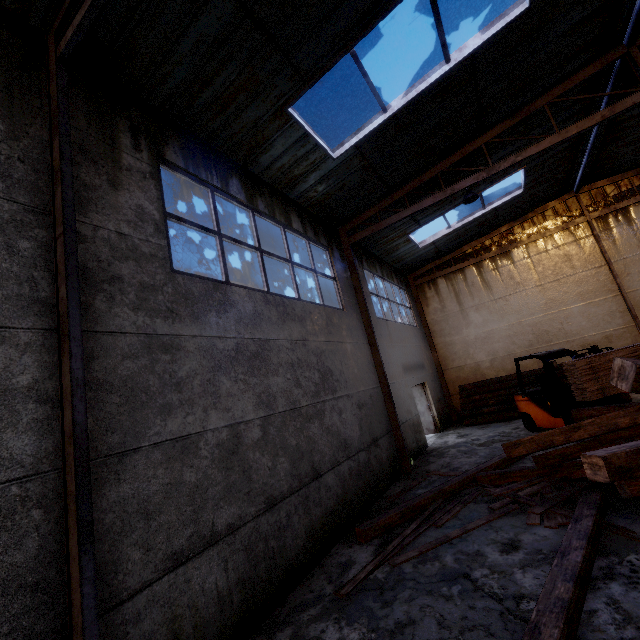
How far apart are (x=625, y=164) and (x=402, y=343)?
11.2m

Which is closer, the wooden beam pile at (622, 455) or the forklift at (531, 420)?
the wooden beam pile at (622, 455)

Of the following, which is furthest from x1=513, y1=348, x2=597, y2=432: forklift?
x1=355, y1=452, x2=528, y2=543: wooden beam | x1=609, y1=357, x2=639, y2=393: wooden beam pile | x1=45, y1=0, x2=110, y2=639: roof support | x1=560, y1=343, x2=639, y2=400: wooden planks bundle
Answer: x1=45, y1=0, x2=110, y2=639: roof support

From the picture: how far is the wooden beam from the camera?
5.7m

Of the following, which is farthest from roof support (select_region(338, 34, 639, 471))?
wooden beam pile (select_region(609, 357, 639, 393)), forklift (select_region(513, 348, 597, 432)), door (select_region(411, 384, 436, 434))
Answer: door (select_region(411, 384, 436, 434))

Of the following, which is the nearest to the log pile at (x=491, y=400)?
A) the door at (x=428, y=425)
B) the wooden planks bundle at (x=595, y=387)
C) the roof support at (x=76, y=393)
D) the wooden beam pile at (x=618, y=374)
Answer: the door at (x=428, y=425)

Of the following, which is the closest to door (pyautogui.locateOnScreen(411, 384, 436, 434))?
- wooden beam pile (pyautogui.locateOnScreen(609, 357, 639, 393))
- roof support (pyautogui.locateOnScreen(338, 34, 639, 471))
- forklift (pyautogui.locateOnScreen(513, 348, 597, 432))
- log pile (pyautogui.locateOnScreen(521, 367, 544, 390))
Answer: log pile (pyautogui.locateOnScreen(521, 367, 544, 390))

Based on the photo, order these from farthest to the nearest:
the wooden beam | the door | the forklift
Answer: the door, the forklift, the wooden beam
